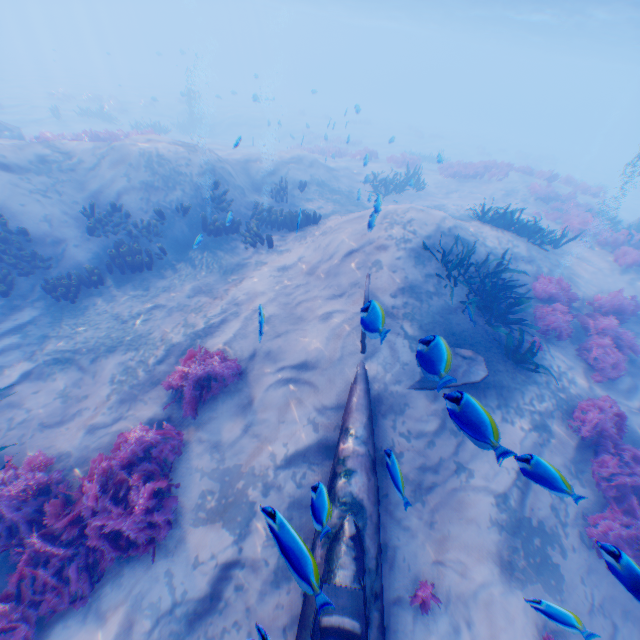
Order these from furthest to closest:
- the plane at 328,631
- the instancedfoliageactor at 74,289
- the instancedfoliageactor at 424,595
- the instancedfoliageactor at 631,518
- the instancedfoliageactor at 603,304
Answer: the instancedfoliageactor at 74,289, the instancedfoliageactor at 603,304, the instancedfoliageactor at 424,595, the plane at 328,631, the instancedfoliageactor at 631,518

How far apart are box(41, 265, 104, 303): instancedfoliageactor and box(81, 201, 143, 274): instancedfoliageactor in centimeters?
122cm

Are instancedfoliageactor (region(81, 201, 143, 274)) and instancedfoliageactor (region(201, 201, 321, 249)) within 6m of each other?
yes

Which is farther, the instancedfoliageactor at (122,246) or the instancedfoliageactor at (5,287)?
the instancedfoliageactor at (122,246)

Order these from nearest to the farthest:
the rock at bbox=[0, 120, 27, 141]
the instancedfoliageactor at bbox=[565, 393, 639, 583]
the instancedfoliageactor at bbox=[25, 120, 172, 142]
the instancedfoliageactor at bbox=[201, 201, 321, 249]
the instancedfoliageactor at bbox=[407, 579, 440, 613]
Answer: the instancedfoliageactor at bbox=[565, 393, 639, 583] < the instancedfoliageactor at bbox=[407, 579, 440, 613] < the instancedfoliageactor at bbox=[201, 201, 321, 249] < the instancedfoliageactor at bbox=[25, 120, 172, 142] < the rock at bbox=[0, 120, 27, 141]

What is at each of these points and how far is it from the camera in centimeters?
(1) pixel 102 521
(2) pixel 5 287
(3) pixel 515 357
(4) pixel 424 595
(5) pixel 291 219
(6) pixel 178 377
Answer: (1) instancedfoliageactor, 473cm
(2) instancedfoliageactor, 800cm
(3) instancedfoliageactor, 736cm
(4) instancedfoliageactor, 484cm
(5) instancedfoliageactor, 1163cm
(6) instancedfoliageactor, 650cm

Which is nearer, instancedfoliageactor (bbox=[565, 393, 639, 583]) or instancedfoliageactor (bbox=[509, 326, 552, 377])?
instancedfoliageactor (bbox=[565, 393, 639, 583])

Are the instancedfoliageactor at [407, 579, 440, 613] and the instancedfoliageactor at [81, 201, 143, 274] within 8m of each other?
no
